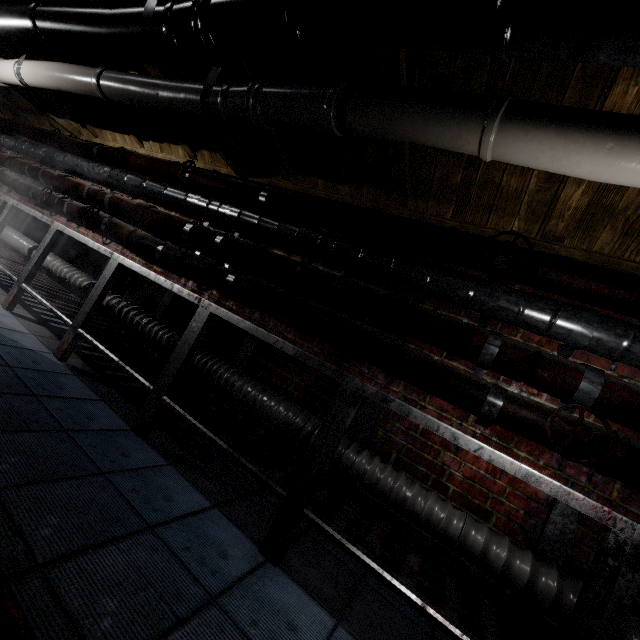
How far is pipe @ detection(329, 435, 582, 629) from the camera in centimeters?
131cm

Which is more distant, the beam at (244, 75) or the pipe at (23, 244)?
the pipe at (23, 244)

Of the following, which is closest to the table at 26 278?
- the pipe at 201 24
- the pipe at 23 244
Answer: the pipe at 23 244

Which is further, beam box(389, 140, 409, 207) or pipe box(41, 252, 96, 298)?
pipe box(41, 252, 96, 298)

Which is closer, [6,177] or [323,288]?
[323,288]

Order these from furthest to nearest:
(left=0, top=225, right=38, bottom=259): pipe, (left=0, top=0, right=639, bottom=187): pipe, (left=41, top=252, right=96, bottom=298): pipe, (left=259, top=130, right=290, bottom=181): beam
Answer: (left=0, top=225, right=38, bottom=259): pipe
(left=41, top=252, right=96, bottom=298): pipe
(left=259, top=130, right=290, bottom=181): beam
(left=0, top=0, right=639, bottom=187): pipe

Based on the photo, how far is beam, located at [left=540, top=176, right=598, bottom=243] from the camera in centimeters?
149cm

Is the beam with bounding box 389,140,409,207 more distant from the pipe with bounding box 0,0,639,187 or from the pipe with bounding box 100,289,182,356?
the pipe with bounding box 100,289,182,356
